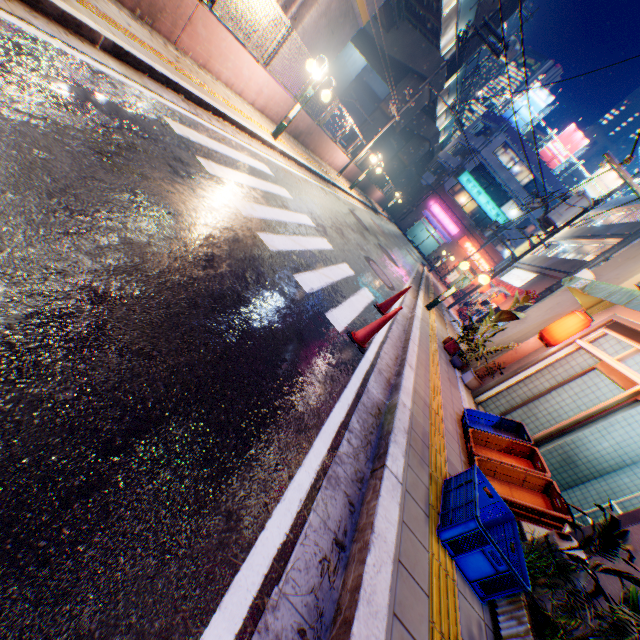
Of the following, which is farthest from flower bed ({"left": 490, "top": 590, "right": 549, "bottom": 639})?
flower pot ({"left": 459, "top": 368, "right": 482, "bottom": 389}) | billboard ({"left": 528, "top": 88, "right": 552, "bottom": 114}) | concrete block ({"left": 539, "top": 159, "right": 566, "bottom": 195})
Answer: billboard ({"left": 528, "top": 88, "right": 552, "bottom": 114})

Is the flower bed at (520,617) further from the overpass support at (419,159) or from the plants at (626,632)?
the overpass support at (419,159)

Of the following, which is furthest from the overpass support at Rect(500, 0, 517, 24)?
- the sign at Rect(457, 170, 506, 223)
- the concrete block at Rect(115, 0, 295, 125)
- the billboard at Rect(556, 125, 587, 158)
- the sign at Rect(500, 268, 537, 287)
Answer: the sign at Rect(500, 268, 537, 287)

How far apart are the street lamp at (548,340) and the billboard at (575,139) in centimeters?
4022cm

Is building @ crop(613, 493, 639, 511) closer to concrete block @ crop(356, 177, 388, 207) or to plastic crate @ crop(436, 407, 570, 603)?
plastic crate @ crop(436, 407, 570, 603)

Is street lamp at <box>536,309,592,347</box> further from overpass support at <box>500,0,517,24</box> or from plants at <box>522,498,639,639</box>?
overpass support at <box>500,0,517,24</box>

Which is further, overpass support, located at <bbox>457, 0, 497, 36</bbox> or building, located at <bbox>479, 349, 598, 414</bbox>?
overpass support, located at <bbox>457, 0, 497, 36</bbox>

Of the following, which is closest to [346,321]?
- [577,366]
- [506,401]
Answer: [506,401]
